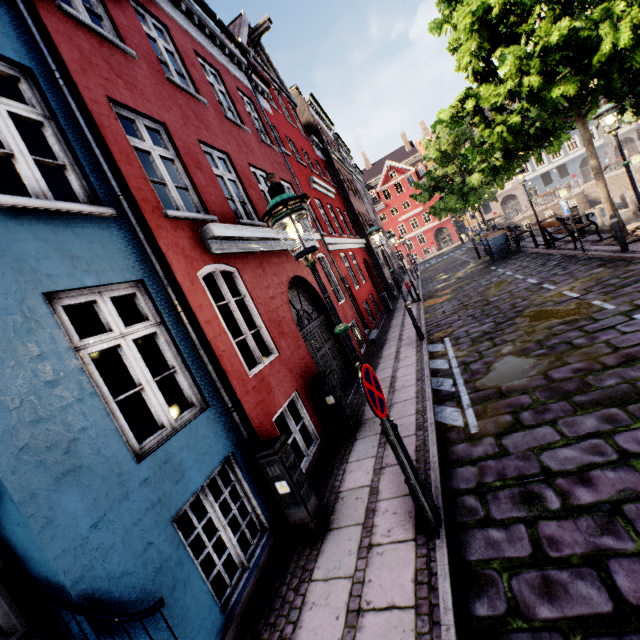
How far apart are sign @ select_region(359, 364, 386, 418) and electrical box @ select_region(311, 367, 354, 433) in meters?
2.9 m

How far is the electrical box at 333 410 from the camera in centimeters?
626cm

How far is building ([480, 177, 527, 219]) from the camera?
45.9m

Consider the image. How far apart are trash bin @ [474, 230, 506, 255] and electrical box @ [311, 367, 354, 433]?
17.2 meters

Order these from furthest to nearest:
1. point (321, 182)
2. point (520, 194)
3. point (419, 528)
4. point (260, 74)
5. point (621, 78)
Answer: point (520, 194), point (321, 182), point (260, 74), point (621, 78), point (419, 528)

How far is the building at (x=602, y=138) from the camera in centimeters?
4172cm

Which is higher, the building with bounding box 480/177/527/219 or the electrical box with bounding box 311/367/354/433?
the building with bounding box 480/177/527/219

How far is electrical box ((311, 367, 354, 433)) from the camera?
6.26m
